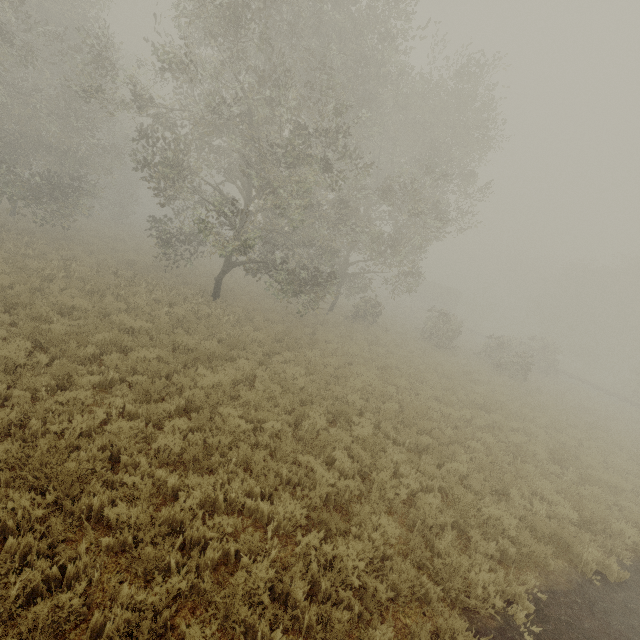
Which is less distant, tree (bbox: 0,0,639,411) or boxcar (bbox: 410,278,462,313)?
tree (bbox: 0,0,639,411)

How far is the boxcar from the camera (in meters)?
50.06

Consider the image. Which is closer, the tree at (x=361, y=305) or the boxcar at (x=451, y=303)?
the tree at (x=361, y=305)

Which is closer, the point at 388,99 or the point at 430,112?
the point at 388,99

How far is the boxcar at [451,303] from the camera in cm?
5006
